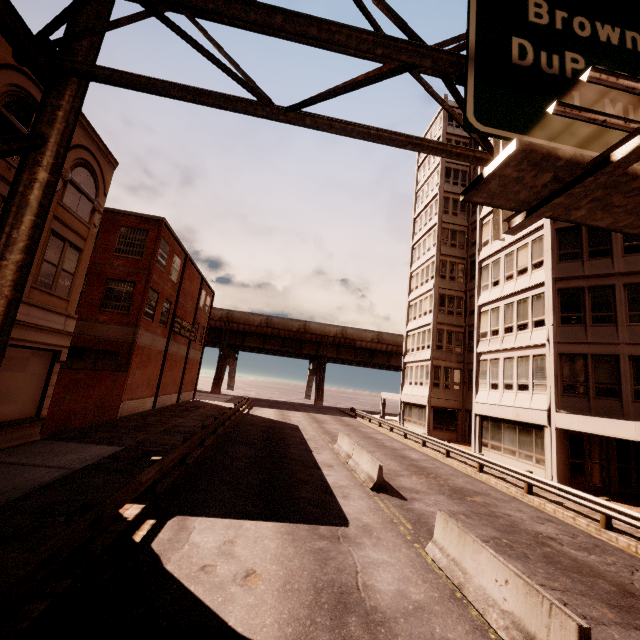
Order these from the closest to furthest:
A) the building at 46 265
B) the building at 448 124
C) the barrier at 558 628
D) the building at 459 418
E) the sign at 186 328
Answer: the barrier at 558 628
the building at 46 265
the building at 459 418
the sign at 186 328
the building at 448 124

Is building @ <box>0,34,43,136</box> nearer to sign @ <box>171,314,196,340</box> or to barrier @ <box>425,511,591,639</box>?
sign @ <box>171,314,196,340</box>

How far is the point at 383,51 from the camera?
4.1 meters

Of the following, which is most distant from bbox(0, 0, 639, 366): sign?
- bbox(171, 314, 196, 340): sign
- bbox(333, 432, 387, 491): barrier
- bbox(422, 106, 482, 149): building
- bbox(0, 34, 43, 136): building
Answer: bbox(171, 314, 196, 340): sign

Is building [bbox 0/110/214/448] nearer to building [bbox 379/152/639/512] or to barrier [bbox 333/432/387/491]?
barrier [bbox 333/432/387/491]

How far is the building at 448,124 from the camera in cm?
3691

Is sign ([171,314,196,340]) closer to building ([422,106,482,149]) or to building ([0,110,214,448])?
building ([0,110,214,448])

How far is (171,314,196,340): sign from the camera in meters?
28.5 m
